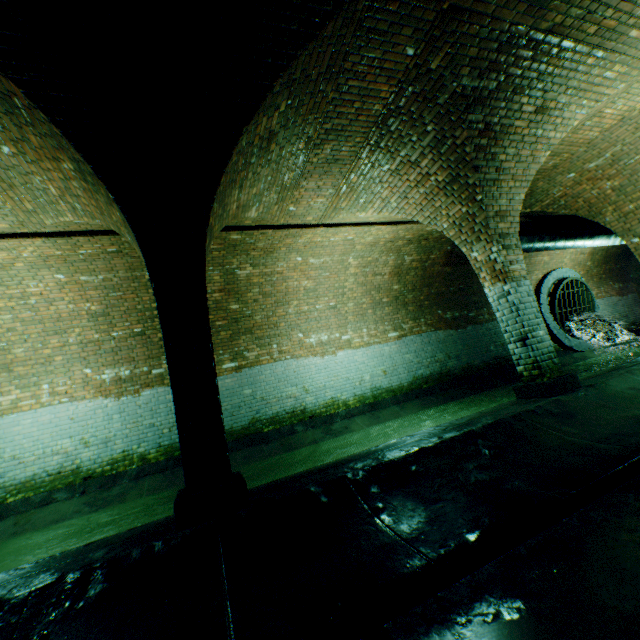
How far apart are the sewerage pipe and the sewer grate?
0.0 meters

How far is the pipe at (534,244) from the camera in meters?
9.5 m

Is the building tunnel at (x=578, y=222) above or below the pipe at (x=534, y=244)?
above

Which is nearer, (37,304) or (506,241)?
(506,241)

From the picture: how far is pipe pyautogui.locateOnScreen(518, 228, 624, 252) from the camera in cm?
952

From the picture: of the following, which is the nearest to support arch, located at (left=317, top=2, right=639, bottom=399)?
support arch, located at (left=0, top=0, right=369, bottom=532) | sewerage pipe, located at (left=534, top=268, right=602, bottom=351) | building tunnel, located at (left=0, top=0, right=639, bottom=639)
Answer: building tunnel, located at (left=0, top=0, right=639, bottom=639)

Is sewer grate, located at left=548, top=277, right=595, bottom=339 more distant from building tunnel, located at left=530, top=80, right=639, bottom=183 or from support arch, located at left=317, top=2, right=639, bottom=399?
support arch, located at left=317, top=2, right=639, bottom=399

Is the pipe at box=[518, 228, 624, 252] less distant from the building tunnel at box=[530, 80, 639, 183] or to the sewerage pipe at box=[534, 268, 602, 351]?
the building tunnel at box=[530, 80, 639, 183]
